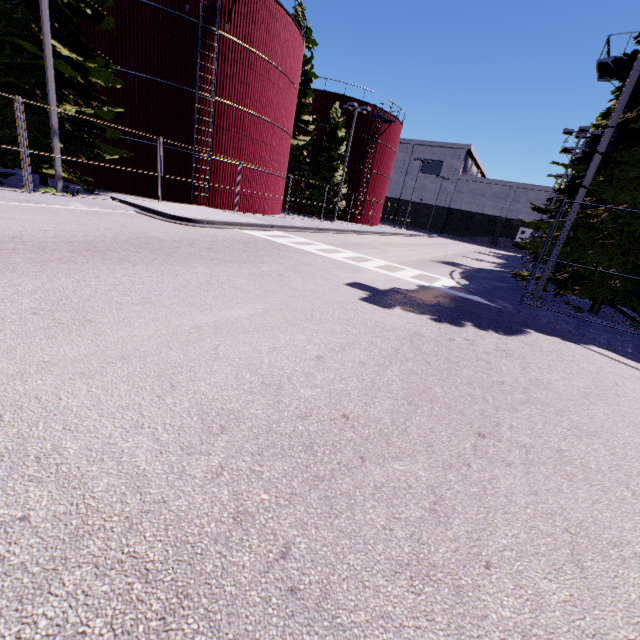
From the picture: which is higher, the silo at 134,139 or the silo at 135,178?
the silo at 134,139

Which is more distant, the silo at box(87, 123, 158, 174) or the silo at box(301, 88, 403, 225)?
the silo at box(301, 88, 403, 225)

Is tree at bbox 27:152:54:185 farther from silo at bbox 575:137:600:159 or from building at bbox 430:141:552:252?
building at bbox 430:141:552:252

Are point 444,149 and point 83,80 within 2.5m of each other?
no

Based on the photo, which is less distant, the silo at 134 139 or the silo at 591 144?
the silo at 134 139

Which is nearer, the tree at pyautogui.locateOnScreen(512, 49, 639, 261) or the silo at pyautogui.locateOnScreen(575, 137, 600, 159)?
the tree at pyautogui.locateOnScreen(512, 49, 639, 261)

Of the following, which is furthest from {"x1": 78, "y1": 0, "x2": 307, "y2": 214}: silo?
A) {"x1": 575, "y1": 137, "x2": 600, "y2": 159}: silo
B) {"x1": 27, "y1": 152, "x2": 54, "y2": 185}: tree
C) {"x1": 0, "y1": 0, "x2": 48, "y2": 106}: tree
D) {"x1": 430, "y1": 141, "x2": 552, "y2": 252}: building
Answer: {"x1": 430, "y1": 141, "x2": 552, "y2": 252}: building

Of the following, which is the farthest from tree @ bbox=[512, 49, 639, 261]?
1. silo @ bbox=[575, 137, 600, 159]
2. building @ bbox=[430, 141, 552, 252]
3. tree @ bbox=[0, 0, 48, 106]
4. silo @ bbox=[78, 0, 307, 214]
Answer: building @ bbox=[430, 141, 552, 252]
